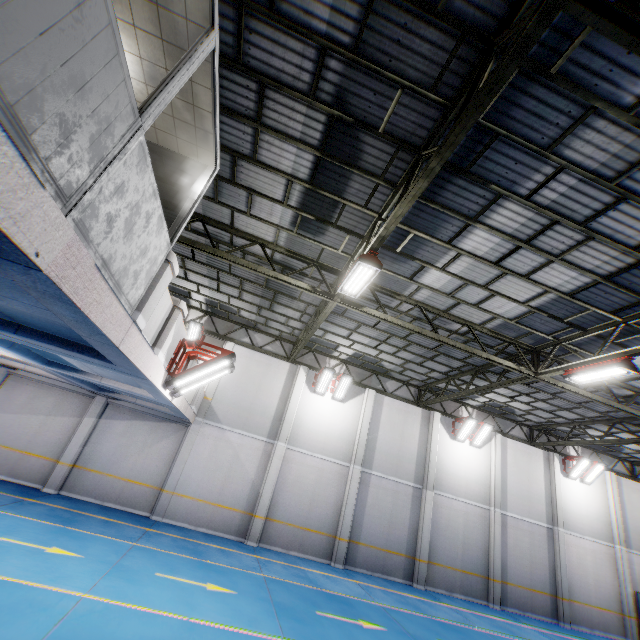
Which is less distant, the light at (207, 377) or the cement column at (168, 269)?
the cement column at (168, 269)

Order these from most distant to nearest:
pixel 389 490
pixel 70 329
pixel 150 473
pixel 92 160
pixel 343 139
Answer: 1. pixel 389 490
2. pixel 150 473
3. pixel 343 139
4. pixel 70 329
5. pixel 92 160

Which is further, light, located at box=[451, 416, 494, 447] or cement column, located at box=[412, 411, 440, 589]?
light, located at box=[451, 416, 494, 447]

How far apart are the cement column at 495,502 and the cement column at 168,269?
19.2 meters

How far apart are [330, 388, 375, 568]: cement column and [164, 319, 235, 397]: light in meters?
9.5 m

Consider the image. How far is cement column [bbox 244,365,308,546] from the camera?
13.5m

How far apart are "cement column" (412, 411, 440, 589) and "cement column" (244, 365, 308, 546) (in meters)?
7.22

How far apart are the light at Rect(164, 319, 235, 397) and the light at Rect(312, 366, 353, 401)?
7.5 meters
